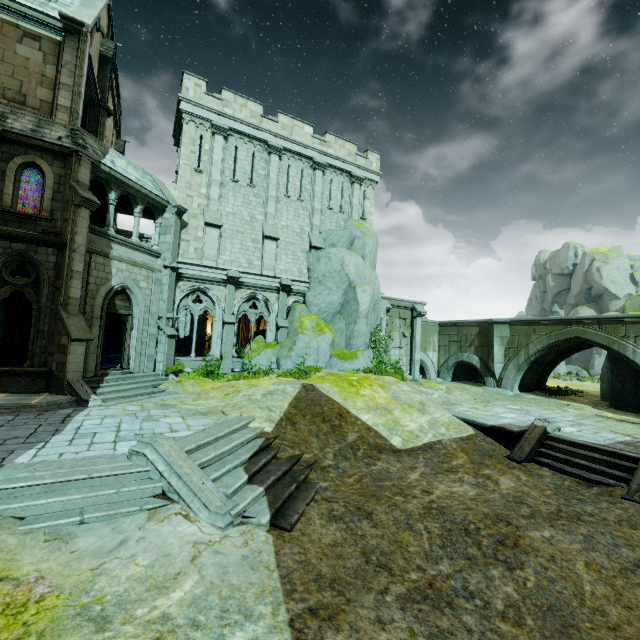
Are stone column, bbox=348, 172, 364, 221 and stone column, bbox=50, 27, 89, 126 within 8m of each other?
no

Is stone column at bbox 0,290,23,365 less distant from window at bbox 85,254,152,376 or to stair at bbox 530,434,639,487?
window at bbox 85,254,152,376

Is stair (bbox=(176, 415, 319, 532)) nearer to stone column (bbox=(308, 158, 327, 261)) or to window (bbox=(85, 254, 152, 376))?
window (bbox=(85, 254, 152, 376))

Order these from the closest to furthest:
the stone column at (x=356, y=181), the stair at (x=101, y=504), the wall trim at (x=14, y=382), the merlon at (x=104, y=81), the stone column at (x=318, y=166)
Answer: the stair at (x=101, y=504) < the wall trim at (x=14, y=382) < the merlon at (x=104, y=81) < the stone column at (x=318, y=166) < the stone column at (x=356, y=181)

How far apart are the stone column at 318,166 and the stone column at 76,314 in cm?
1133

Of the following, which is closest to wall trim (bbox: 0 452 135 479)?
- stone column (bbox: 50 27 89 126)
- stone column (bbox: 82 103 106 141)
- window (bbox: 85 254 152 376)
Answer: window (bbox: 85 254 152 376)

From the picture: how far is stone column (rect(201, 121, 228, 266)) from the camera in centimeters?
1752cm

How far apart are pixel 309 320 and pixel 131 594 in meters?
15.7
